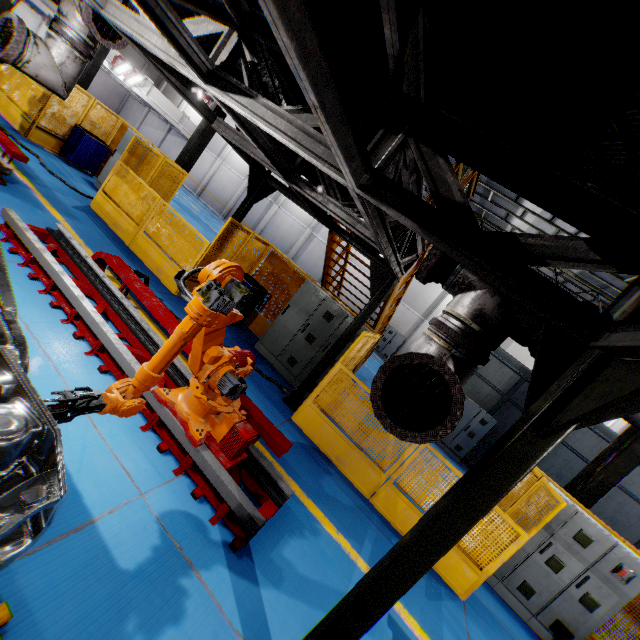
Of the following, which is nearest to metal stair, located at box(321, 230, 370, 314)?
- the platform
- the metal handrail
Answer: the metal handrail

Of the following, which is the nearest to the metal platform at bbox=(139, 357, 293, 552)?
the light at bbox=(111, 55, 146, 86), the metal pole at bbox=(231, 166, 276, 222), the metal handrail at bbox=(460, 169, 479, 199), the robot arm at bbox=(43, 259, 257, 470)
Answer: the robot arm at bbox=(43, 259, 257, 470)

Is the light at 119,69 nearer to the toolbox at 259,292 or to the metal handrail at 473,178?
the toolbox at 259,292

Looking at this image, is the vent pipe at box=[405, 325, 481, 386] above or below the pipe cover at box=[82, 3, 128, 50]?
below

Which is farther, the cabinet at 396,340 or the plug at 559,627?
the cabinet at 396,340

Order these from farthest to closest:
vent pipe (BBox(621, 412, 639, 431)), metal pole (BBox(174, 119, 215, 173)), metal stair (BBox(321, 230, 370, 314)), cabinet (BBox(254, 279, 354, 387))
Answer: metal pole (BBox(174, 119, 215, 173)) < metal stair (BBox(321, 230, 370, 314)) < cabinet (BBox(254, 279, 354, 387)) < vent pipe (BBox(621, 412, 639, 431))

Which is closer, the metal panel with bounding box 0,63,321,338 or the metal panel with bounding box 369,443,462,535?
the metal panel with bounding box 369,443,462,535

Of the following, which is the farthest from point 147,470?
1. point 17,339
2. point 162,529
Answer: point 17,339
